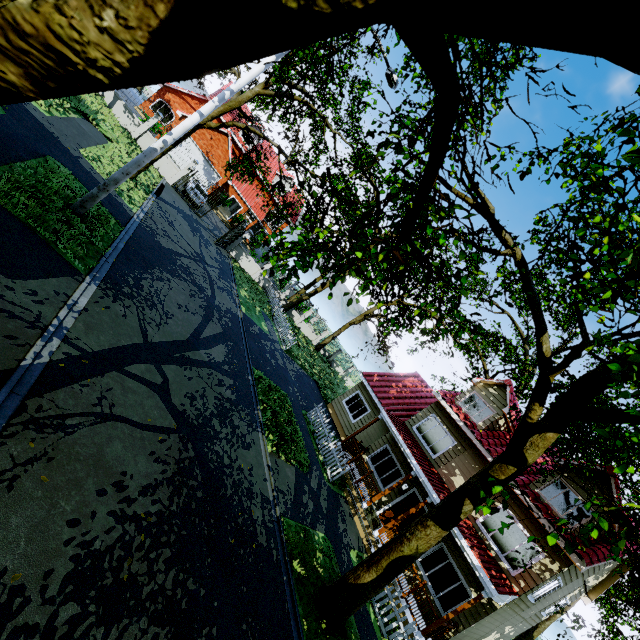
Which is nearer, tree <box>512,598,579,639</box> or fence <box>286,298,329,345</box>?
tree <box>512,598,579,639</box>

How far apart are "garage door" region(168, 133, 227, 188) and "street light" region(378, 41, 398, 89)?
23.1m

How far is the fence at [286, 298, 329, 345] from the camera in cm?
3192

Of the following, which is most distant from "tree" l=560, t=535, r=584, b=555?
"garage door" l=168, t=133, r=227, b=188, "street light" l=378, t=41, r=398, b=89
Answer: Result: "garage door" l=168, t=133, r=227, b=188

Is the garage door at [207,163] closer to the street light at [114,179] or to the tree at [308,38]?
the tree at [308,38]

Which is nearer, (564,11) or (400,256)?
(564,11)

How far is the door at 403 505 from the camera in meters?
14.9

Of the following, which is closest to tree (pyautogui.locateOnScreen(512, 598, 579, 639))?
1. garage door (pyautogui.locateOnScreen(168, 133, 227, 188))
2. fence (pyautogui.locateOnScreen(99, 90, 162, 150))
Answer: fence (pyautogui.locateOnScreen(99, 90, 162, 150))
